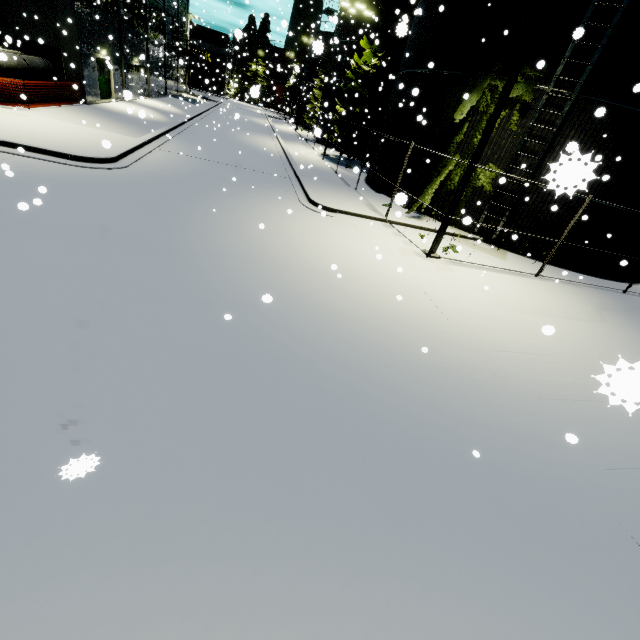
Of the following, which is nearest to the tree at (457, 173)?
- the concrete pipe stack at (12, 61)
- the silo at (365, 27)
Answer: the silo at (365, 27)

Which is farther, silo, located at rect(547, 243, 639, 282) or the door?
the door

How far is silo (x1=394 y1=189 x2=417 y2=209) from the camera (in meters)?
4.55

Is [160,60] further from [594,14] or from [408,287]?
[408,287]

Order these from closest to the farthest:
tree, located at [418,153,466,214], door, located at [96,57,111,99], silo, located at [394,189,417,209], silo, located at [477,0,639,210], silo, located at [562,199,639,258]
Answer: silo, located at [394,189,417,209]
silo, located at [477,0,639,210]
silo, located at [562,199,639,258]
tree, located at [418,153,466,214]
door, located at [96,57,111,99]

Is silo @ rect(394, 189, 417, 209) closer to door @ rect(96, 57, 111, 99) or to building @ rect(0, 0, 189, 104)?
building @ rect(0, 0, 189, 104)

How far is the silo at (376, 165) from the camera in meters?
17.3

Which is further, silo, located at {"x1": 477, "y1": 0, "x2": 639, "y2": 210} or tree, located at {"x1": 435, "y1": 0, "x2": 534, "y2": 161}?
tree, located at {"x1": 435, "y1": 0, "x2": 534, "y2": 161}
